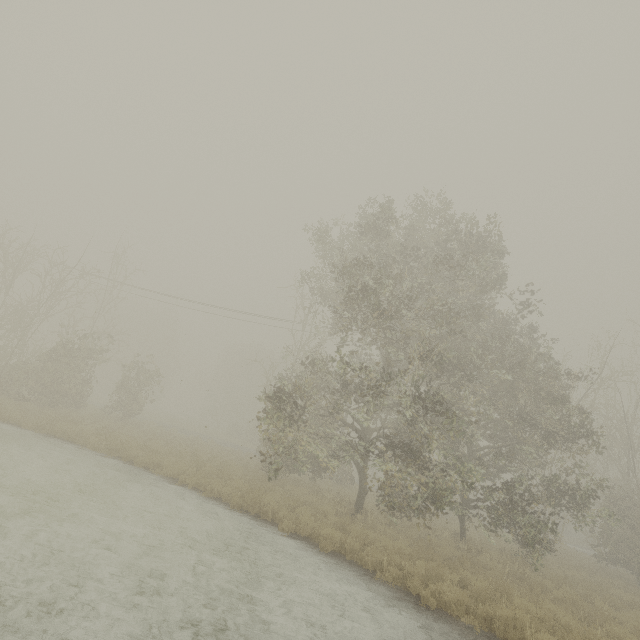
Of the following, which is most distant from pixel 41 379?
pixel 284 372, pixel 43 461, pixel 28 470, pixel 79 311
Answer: pixel 79 311
